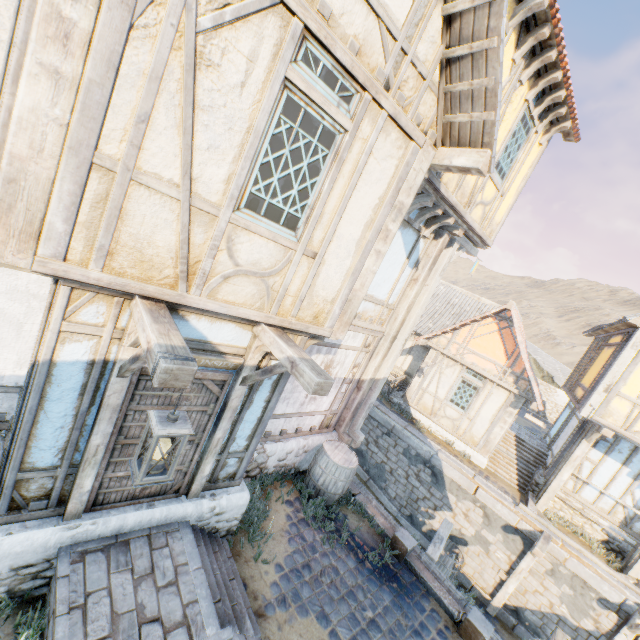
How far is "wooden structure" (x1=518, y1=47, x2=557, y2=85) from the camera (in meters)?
5.54

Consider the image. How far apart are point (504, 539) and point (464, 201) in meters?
11.3

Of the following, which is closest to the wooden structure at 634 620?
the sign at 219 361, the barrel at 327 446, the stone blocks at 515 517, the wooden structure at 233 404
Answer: the stone blocks at 515 517

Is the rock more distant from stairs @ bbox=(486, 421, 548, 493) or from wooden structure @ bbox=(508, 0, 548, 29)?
wooden structure @ bbox=(508, 0, 548, 29)

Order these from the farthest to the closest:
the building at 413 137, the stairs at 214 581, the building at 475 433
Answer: the building at 475 433, the stairs at 214 581, the building at 413 137

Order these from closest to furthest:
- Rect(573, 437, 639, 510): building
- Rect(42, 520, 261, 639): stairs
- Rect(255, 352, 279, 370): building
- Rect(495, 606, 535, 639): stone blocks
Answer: Rect(42, 520, 261, 639): stairs → Rect(255, 352, 279, 370): building → Rect(495, 606, 535, 639): stone blocks → Rect(573, 437, 639, 510): building

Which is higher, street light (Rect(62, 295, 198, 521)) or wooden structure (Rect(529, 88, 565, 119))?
wooden structure (Rect(529, 88, 565, 119))

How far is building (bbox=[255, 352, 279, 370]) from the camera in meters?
4.6
